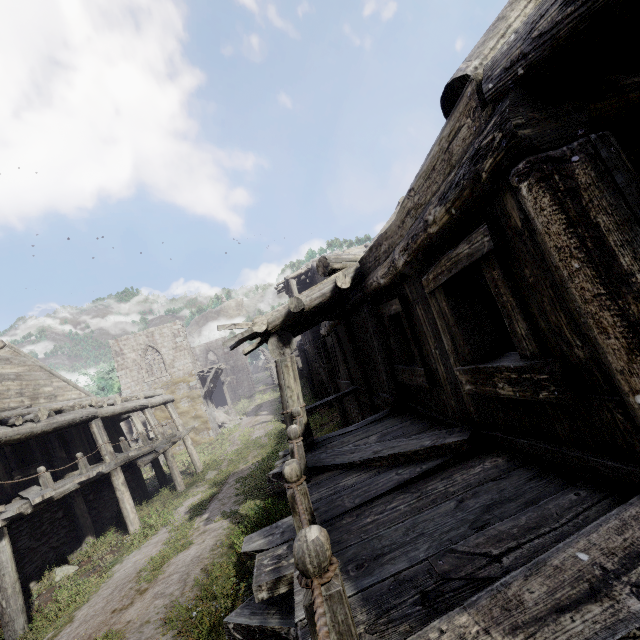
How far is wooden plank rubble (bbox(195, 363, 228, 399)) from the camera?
29.39m

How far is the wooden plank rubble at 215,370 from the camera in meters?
29.4

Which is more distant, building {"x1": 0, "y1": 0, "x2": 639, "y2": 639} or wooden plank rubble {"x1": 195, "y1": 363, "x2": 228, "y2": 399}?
wooden plank rubble {"x1": 195, "y1": 363, "x2": 228, "y2": 399}

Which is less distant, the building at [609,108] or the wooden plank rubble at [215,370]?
the building at [609,108]

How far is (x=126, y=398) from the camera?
15.84m
